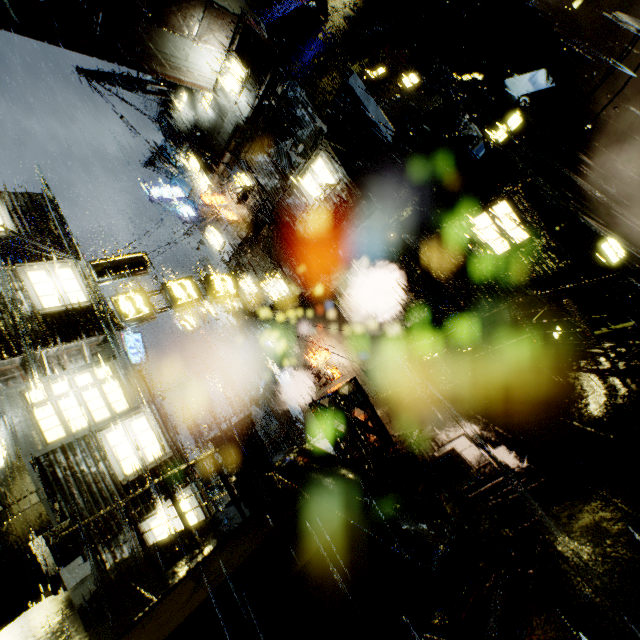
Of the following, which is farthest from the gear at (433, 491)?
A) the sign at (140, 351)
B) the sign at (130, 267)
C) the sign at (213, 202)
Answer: the sign at (213, 202)

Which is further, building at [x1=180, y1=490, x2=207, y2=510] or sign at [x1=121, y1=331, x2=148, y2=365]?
sign at [x1=121, y1=331, x2=148, y2=365]

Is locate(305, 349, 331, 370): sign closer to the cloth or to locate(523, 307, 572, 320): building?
locate(523, 307, 572, 320): building

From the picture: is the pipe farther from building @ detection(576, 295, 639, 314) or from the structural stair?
the structural stair

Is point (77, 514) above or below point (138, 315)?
Answer: below

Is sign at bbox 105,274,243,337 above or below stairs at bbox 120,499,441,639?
above

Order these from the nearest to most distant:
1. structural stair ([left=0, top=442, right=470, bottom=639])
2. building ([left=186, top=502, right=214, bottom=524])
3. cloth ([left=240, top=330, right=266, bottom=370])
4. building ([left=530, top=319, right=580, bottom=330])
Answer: structural stair ([left=0, top=442, right=470, bottom=639])
building ([left=186, top=502, right=214, bottom=524])
building ([left=530, top=319, right=580, bottom=330])
cloth ([left=240, top=330, right=266, bottom=370])

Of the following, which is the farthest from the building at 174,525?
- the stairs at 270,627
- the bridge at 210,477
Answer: the stairs at 270,627
